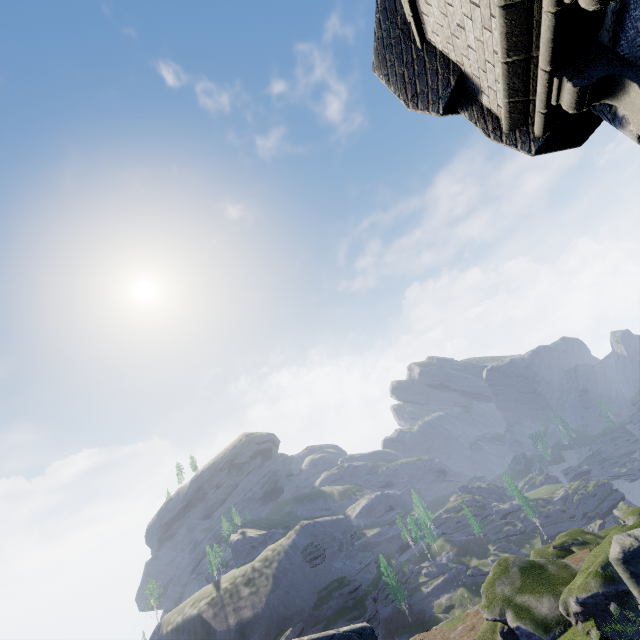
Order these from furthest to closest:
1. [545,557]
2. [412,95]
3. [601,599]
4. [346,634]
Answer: [545,557] → [601,599] → [412,95] → [346,634]
